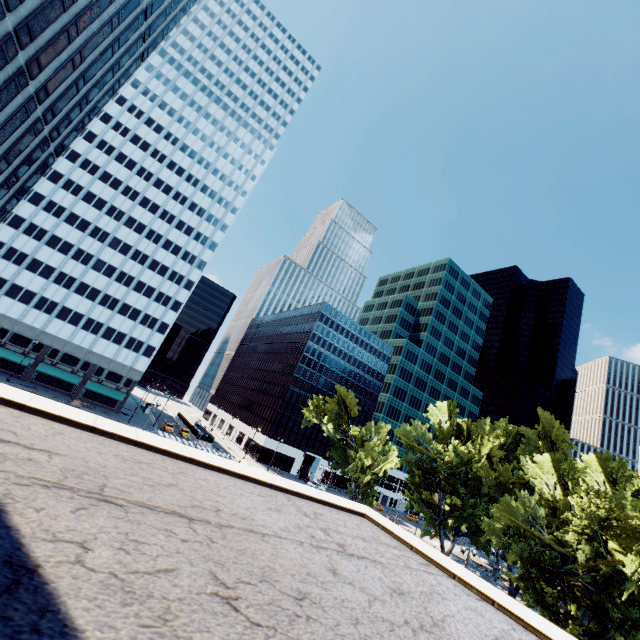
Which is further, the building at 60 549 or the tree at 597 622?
the tree at 597 622

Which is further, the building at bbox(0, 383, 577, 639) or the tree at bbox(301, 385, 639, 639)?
the tree at bbox(301, 385, 639, 639)

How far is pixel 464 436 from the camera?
52.66m
